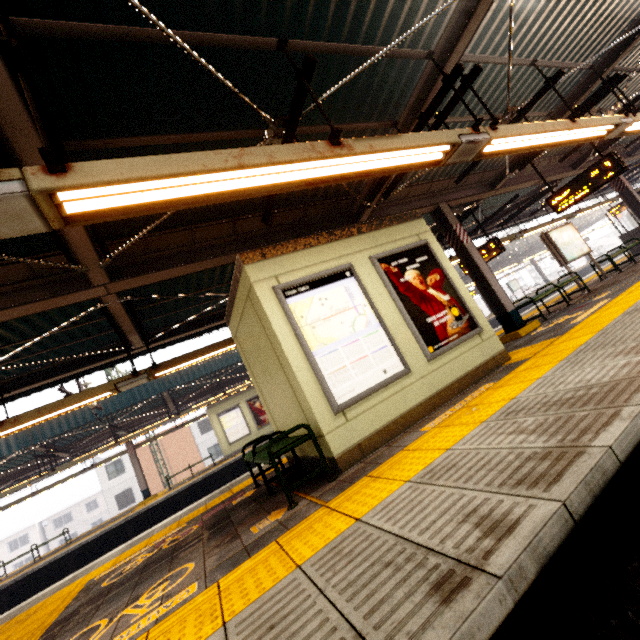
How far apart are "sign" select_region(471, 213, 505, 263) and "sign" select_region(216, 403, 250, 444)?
13.3m

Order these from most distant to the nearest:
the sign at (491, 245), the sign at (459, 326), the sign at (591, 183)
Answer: the sign at (491, 245)
the sign at (591, 183)
the sign at (459, 326)

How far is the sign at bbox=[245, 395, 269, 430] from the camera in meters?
17.8 m

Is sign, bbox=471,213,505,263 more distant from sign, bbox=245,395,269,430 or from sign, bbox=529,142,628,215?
sign, bbox=245,395,269,430

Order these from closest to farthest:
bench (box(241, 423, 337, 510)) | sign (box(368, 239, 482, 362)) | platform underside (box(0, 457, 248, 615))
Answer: bench (box(241, 423, 337, 510)) → sign (box(368, 239, 482, 362)) → platform underside (box(0, 457, 248, 615))

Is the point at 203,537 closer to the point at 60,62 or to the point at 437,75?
the point at 60,62

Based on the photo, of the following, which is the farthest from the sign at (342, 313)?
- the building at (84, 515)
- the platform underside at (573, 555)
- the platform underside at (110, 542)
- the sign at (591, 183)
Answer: the building at (84, 515)

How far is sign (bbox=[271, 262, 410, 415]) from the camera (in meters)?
3.98
